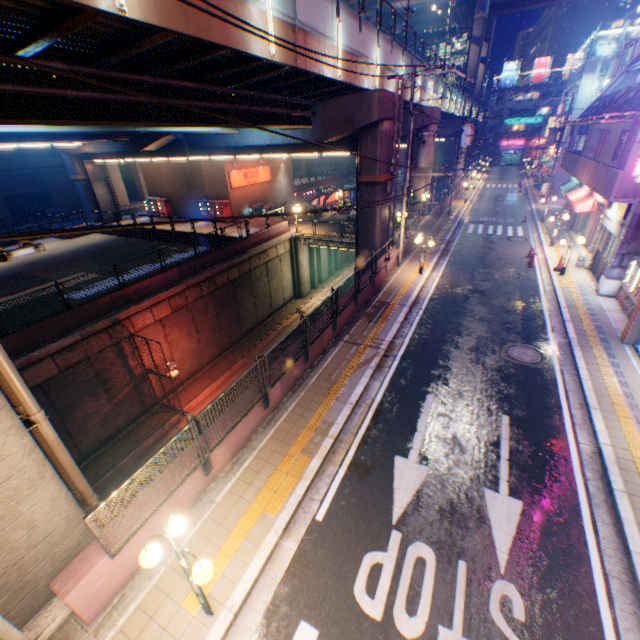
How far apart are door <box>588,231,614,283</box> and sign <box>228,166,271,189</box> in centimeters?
2898cm

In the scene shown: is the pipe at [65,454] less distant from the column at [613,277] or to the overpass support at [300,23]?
the overpass support at [300,23]

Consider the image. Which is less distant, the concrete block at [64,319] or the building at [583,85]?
the concrete block at [64,319]

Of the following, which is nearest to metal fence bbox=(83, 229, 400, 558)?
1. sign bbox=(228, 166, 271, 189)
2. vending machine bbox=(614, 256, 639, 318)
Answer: vending machine bbox=(614, 256, 639, 318)

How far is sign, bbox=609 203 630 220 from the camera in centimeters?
1434cm

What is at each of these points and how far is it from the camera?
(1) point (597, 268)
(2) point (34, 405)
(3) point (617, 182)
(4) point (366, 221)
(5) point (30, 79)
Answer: (1) door, 16.8m
(2) pipe, 5.8m
(3) balcony, 13.4m
(4) overpass support, 20.6m
(5) overpass support, 7.7m

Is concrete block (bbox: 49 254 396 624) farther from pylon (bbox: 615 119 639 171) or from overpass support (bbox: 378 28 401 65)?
pylon (bbox: 615 119 639 171)

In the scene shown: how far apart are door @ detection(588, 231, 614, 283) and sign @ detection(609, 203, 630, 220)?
0.7 meters
